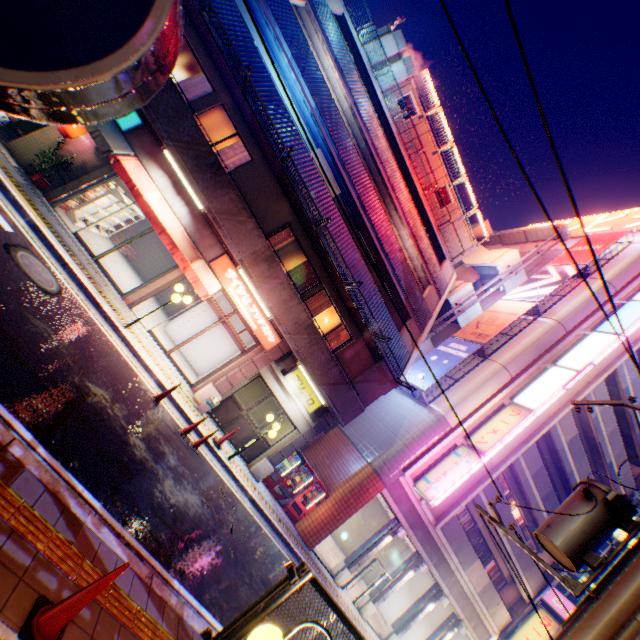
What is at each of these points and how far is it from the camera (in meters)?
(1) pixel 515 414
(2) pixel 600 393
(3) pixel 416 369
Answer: (1) sign, 16.33
(2) balcony, 19.91
(3) billboard, 19.38

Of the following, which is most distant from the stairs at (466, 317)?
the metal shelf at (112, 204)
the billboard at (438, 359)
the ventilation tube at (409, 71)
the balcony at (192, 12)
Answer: the metal shelf at (112, 204)

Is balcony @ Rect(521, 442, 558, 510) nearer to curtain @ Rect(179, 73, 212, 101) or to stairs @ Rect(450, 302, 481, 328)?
stairs @ Rect(450, 302, 481, 328)

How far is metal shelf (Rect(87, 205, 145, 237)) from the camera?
13.4 meters

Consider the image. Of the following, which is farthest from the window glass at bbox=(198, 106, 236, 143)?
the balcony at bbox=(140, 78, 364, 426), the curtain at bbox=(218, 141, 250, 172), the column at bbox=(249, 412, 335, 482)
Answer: the column at bbox=(249, 412, 335, 482)

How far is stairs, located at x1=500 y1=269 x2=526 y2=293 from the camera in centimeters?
2309cm

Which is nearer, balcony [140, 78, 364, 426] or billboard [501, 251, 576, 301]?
balcony [140, 78, 364, 426]

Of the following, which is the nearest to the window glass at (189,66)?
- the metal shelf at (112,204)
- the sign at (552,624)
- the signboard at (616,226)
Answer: the metal shelf at (112,204)
